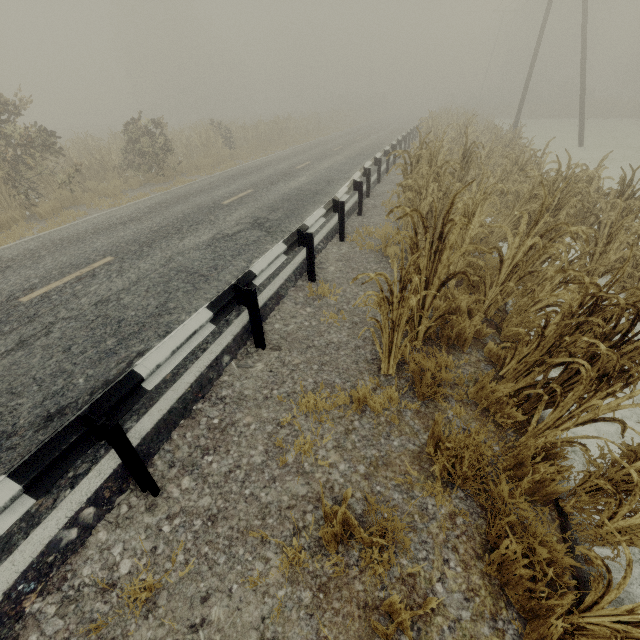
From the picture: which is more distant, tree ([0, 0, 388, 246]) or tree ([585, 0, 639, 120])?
tree ([585, 0, 639, 120])

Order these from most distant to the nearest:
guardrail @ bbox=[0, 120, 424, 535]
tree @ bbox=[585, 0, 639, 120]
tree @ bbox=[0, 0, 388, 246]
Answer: tree @ bbox=[585, 0, 639, 120]
tree @ bbox=[0, 0, 388, 246]
guardrail @ bbox=[0, 120, 424, 535]

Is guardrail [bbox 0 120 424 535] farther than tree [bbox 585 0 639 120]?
No

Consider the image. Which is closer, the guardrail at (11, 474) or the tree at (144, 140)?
the guardrail at (11, 474)

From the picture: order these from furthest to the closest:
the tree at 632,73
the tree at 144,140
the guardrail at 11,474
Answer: the tree at 632,73
the tree at 144,140
the guardrail at 11,474

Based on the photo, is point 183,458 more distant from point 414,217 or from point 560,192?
point 560,192
